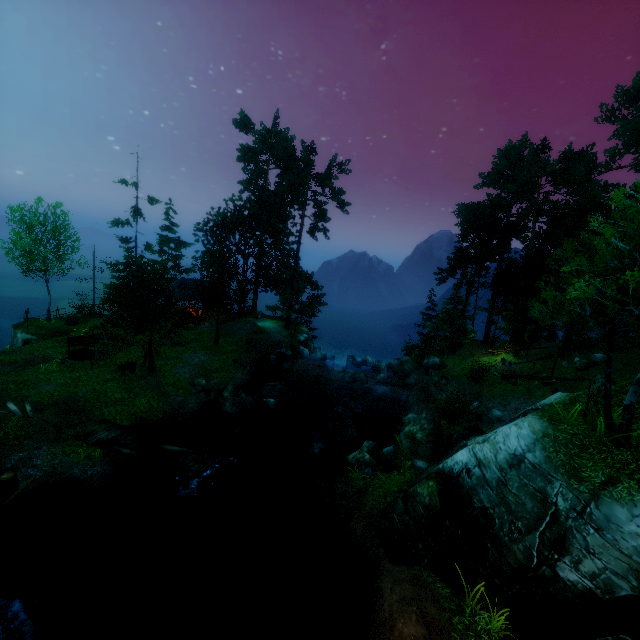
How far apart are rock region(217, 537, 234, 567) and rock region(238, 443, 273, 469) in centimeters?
376cm

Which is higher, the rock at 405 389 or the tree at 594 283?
the tree at 594 283

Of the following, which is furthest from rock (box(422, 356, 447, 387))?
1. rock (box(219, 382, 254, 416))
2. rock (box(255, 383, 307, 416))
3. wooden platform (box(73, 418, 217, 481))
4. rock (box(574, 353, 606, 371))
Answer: wooden platform (box(73, 418, 217, 481))

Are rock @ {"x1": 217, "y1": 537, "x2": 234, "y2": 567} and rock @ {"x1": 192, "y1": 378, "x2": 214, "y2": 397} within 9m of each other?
no

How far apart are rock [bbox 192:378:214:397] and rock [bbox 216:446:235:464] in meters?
4.9 m

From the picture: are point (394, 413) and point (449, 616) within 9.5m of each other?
no

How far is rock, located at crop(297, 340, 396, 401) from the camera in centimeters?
2833cm

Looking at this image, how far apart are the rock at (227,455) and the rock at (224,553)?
3.8m
